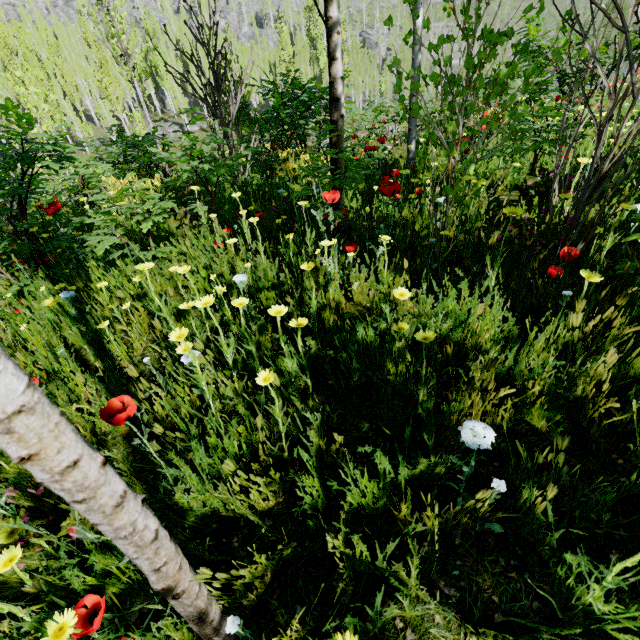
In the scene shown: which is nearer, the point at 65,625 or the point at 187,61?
the point at 65,625

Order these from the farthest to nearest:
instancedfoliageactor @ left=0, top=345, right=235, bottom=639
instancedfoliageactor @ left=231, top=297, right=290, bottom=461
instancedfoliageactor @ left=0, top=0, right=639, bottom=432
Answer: instancedfoliageactor @ left=0, top=0, right=639, bottom=432 < instancedfoliageactor @ left=231, top=297, right=290, bottom=461 < instancedfoliageactor @ left=0, top=345, right=235, bottom=639

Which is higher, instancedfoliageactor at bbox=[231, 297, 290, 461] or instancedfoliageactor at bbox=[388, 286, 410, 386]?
instancedfoliageactor at bbox=[231, 297, 290, 461]

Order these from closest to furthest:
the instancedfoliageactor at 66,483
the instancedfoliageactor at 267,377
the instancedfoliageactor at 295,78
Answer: the instancedfoliageactor at 66,483 < the instancedfoliageactor at 267,377 < the instancedfoliageactor at 295,78

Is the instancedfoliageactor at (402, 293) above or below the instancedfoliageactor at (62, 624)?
above

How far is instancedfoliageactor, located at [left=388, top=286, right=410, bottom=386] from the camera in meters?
1.4
